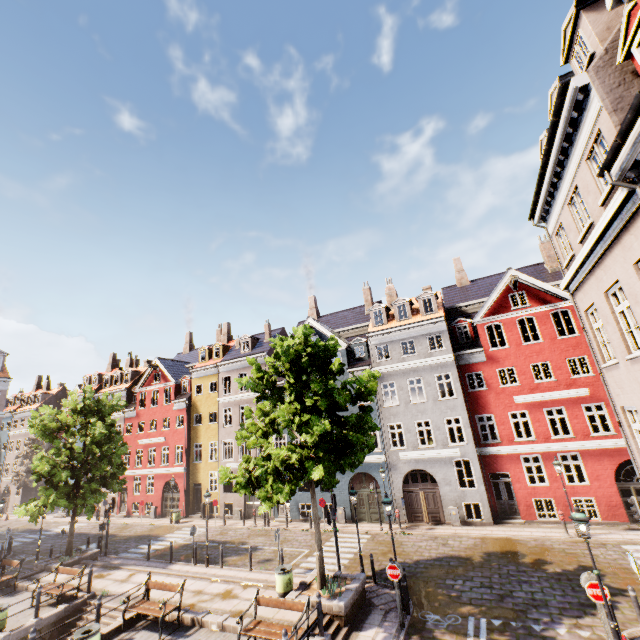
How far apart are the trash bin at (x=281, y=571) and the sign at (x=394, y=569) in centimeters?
406cm

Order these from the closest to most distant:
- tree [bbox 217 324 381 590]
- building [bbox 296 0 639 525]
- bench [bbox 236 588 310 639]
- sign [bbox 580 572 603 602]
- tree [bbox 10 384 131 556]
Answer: building [bbox 296 0 639 525] → sign [bbox 580 572 603 602] → bench [bbox 236 588 310 639] → tree [bbox 217 324 381 590] → tree [bbox 10 384 131 556]

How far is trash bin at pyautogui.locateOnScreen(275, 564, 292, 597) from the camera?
12.68m

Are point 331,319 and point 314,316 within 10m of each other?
yes

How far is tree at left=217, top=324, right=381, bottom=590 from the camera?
12.0m

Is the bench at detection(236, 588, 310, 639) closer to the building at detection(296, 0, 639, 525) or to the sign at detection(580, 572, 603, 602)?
the sign at detection(580, 572, 603, 602)

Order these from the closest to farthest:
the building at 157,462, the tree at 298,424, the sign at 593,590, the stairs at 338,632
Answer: the sign at 593,590
the stairs at 338,632
the tree at 298,424
the building at 157,462

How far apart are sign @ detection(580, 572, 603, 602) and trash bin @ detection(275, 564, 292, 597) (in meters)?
9.91
